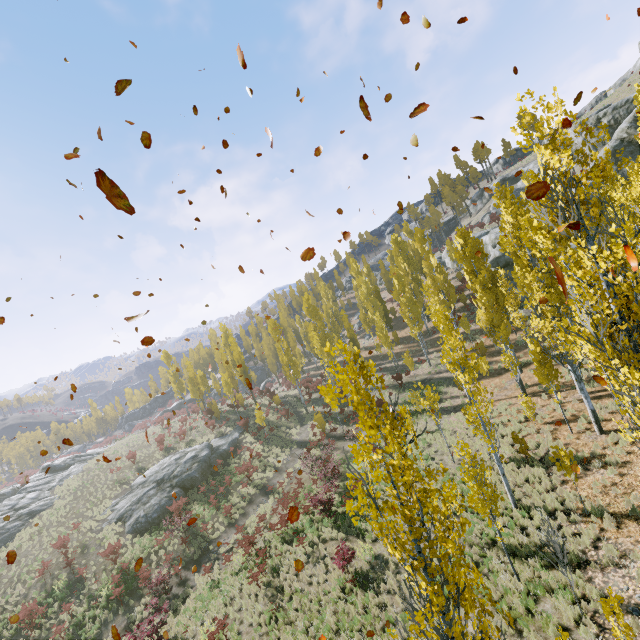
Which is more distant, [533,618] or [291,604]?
[291,604]

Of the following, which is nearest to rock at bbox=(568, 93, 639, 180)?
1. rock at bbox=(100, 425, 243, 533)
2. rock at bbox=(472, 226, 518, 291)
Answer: rock at bbox=(472, 226, 518, 291)

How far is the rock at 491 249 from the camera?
37.08m

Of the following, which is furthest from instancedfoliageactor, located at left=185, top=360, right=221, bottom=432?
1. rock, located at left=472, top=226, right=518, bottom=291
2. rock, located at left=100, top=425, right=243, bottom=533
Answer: rock, located at left=472, top=226, right=518, bottom=291

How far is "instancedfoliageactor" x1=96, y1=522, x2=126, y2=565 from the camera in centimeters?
2222cm

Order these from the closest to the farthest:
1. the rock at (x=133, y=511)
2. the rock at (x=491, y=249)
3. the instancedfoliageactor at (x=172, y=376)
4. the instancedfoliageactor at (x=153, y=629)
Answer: the instancedfoliageactor at (x=153, y=629), the rock at (x=133, y=511), the rock at (x=491, y=249), the instancedfoliageactor at (x=172, y=376)

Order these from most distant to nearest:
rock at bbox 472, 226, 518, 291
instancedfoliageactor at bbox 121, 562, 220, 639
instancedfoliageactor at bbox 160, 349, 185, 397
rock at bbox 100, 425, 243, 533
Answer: instancedfoliageactor at bbox 160, 349, 185, 397 < rock at bbox 472, 226, 518, 291 < rock at bbox 100, 425, 243, 533 < instancedfoliageactor at bbox 121, 562, 220, 639

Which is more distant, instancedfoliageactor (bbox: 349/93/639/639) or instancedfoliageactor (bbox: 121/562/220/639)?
instancedfoliageactor (bbox: 121/562/220/639)
